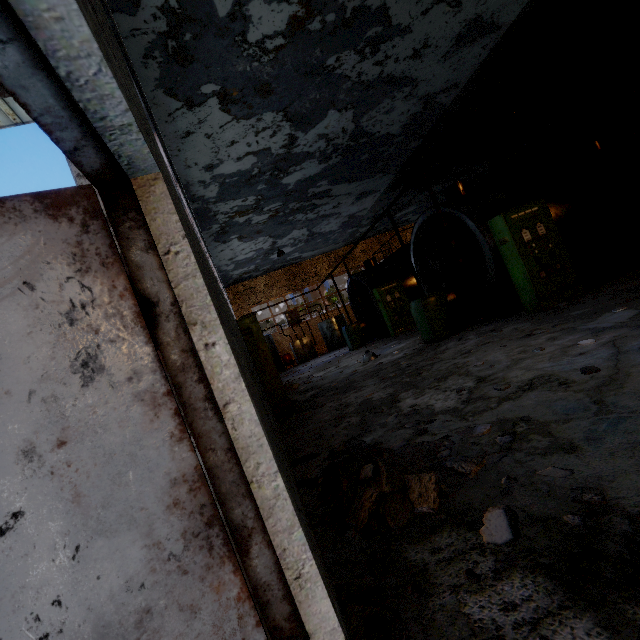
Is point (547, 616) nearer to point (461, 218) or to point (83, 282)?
point (83, 282)

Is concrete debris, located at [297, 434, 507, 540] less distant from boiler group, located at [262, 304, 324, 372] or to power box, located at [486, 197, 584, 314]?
power box, located at [486, 197, 584, 314]

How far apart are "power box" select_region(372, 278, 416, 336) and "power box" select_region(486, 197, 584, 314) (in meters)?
7.25

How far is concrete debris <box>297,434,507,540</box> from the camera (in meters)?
2.33

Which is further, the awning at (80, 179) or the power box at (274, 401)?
the power box at (274, 401)

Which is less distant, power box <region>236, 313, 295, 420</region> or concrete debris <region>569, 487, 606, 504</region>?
concrete debris <region>569, 487, 606, 504</region>

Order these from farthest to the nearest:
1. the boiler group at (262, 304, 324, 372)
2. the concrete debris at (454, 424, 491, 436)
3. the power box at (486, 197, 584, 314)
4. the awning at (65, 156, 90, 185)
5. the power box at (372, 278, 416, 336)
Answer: the boiler group at (262, 304, 324, 372) < the power box at (372, 278, 416, 336) < the power box at (486, 197, 584, 314) < the concrete debris at (454, 424, 491, 436) < the awning at (65, 156, 90, 185)

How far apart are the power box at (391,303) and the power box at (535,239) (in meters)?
7.25
